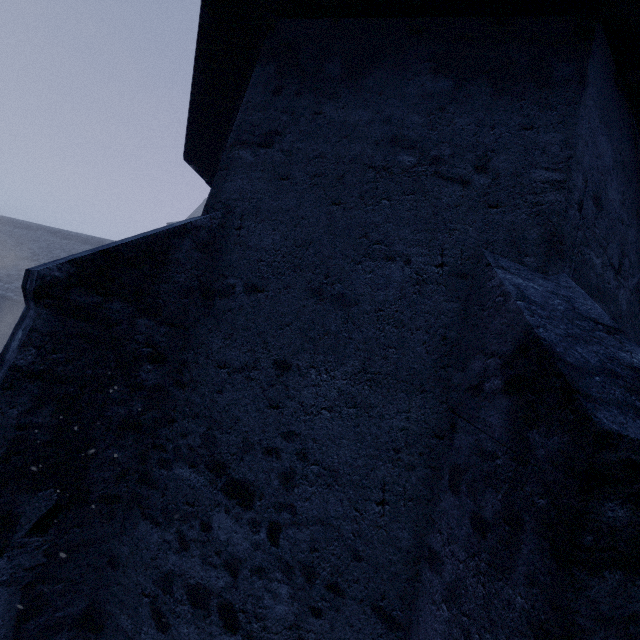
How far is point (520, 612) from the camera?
1.3m
